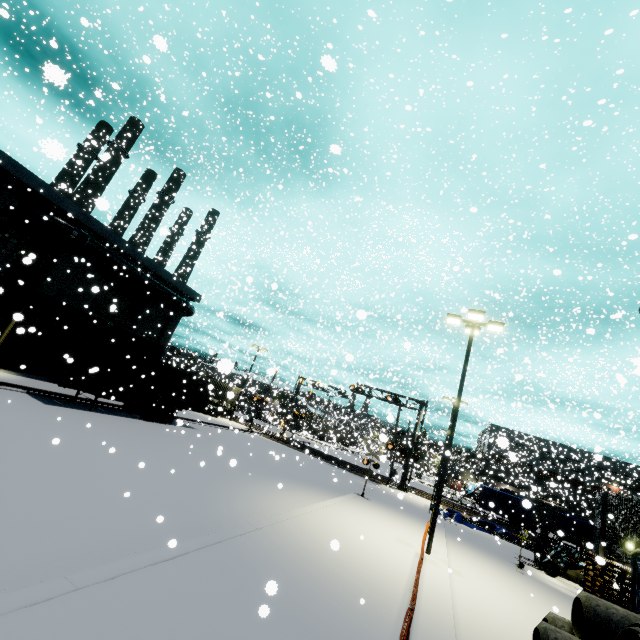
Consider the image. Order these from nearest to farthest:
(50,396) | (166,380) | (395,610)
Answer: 1. (395,610)
2. (50,396)
3. (166,380)

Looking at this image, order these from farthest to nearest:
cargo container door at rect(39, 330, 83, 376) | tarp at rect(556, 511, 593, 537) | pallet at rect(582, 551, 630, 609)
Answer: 1. tarp at rect(556, 511, 593, 537)
2. cargo container door at rect(39, 330, 83, 376)
3. pallet at rect(582, 551, 630, 609)

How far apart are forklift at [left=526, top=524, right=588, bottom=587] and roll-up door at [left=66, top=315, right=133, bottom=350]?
28.6 meters

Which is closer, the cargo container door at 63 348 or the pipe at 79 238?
the cargo container door at 63 348

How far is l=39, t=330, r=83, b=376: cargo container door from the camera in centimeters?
1606cm

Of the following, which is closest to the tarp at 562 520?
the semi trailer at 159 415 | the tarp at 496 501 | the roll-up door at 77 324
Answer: the tarp at 496 501

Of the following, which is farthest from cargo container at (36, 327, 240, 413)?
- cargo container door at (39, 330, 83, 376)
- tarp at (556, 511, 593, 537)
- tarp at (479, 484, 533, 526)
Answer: tarp at (556, 511, 593, 537)

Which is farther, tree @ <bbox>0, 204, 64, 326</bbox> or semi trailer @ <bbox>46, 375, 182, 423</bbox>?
tree @ <bbox>0, 204, 64, 326</bbox>
